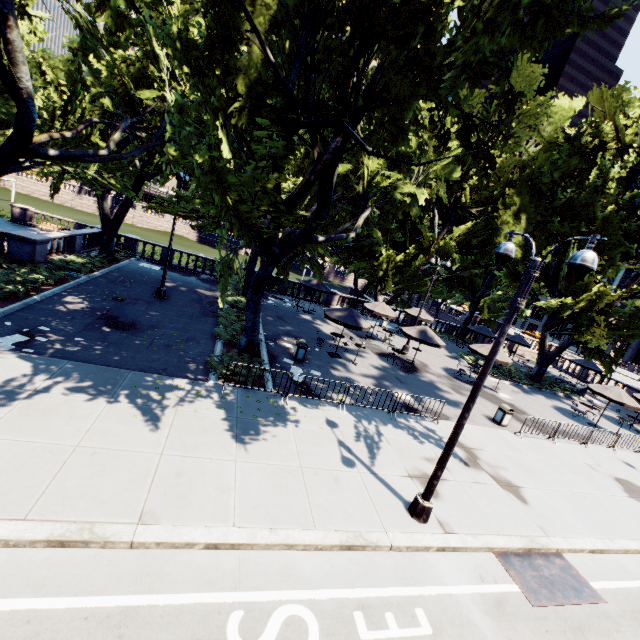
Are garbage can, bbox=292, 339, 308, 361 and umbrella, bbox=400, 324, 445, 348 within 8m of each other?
yes

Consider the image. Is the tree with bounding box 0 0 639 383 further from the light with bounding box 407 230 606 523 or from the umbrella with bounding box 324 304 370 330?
the umbrella with bounding box 324 304 370 330

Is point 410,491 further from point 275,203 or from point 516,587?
point 275,203

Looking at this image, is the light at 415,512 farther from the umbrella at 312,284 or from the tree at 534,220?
the umbrella at 312,284

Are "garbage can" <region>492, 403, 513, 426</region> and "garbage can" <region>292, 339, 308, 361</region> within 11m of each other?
yes

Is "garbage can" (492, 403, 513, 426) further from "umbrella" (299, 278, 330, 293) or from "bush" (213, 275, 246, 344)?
"umbrella" (299, 278, 330, 293)

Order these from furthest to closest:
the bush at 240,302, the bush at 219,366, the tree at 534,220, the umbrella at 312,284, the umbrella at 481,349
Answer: the umbrella at 312,284, the umbrella at 481,349, the bush at 240,302, the bush at 219,366, the tree at 534,220

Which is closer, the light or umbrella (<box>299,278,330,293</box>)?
the light
